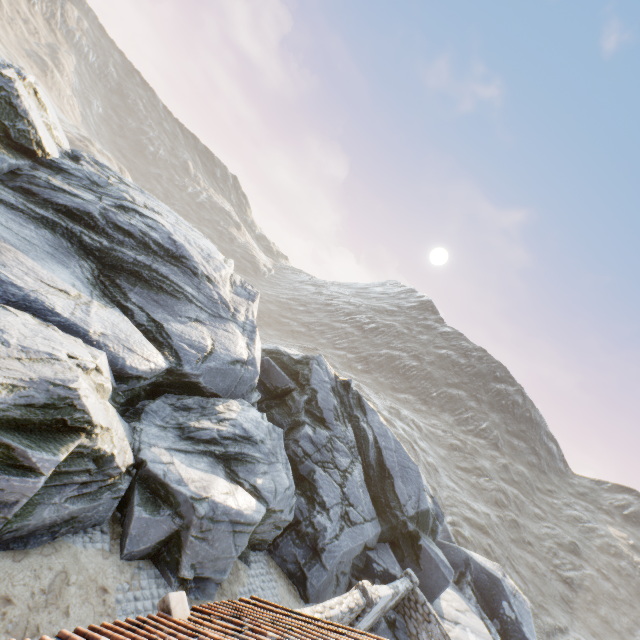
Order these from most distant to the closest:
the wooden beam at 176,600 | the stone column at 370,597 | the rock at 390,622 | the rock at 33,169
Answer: the rock at 390,622
the stone column at 370,597
the rock at 33,169
the wooden beam at 176,600

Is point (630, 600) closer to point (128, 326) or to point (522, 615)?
point (522, 615)

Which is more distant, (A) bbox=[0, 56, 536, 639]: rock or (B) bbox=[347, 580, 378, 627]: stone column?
(B) bbox=[347, 580, 378, 627]: stone column

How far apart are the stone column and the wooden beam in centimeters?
748cm

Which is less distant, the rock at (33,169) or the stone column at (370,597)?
the rock at (33,169)

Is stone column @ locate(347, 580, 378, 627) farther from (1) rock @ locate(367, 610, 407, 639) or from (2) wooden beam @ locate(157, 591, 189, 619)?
(2) wooden beam @ locate(157, 591, 189, 619)

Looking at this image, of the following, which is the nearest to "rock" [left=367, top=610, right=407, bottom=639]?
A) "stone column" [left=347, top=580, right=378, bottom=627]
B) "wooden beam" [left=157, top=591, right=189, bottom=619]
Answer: "stone column" [left=347, top=580, right=378, bottom=627]

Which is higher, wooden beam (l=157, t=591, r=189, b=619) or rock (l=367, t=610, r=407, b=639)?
wooden beam (l=157, t=591, r=189, b=619)
